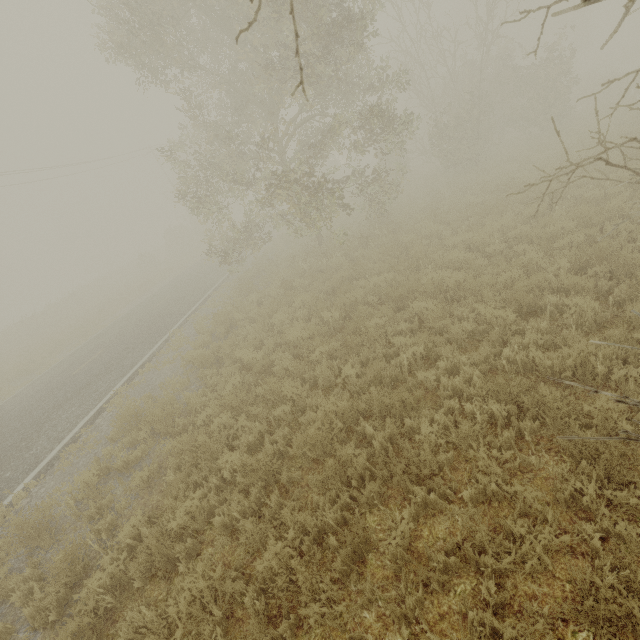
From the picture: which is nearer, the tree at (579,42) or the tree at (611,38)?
the tree at (611,38)

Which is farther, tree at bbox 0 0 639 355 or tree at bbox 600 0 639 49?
tree at bbox 0 0 639 355

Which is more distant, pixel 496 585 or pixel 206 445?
pixel 206 445
